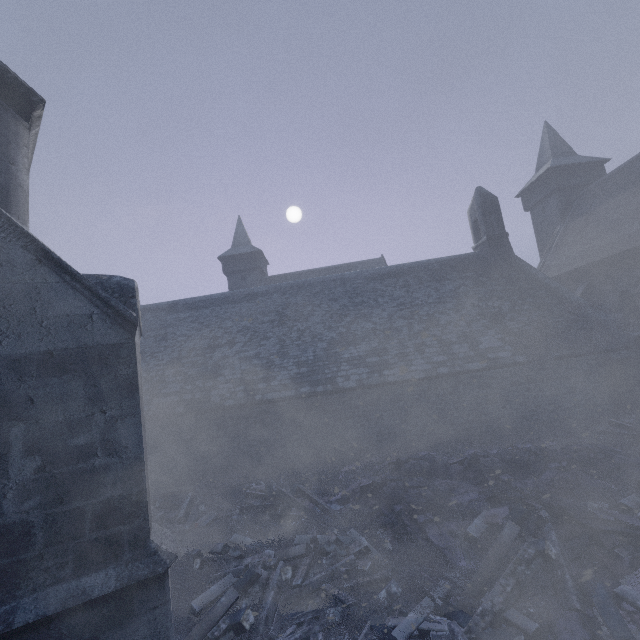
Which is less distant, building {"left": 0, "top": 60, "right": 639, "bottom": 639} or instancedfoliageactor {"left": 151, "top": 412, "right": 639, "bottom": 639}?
building {"left": 0, "top": 60, "right": 639, "bottom": 639}

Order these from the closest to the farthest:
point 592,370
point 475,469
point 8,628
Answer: point 8,628, point 475,469, point 592,370

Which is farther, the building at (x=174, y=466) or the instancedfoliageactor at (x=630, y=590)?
the instancedfoliageactor at (x=630, y=590)

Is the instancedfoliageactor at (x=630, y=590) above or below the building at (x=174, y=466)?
below

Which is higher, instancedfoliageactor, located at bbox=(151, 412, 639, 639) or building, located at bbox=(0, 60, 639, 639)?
building, located at bbox=(0, 60, 639, 639)
